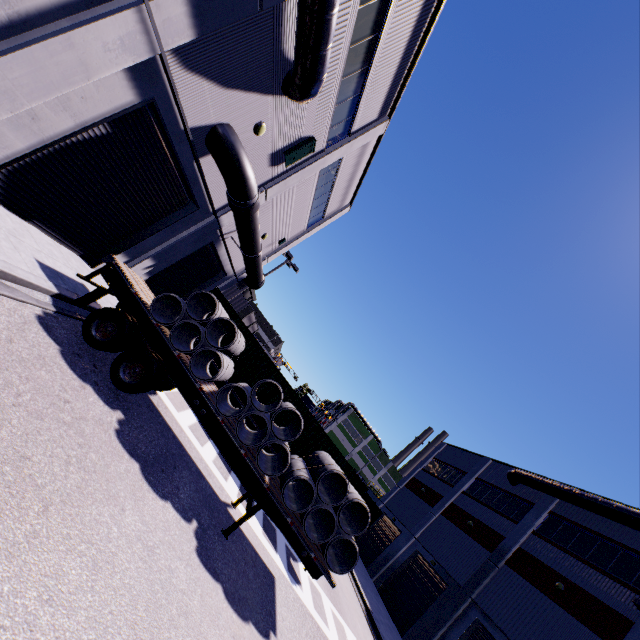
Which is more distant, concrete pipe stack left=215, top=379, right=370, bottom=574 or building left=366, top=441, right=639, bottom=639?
building left=366, top=441, right=639, bottom=639

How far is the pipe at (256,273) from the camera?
9.79m

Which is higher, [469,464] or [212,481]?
[469,464]

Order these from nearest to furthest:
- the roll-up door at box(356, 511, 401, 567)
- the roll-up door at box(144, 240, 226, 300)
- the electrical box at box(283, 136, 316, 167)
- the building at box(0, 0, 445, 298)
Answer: the building at box(0, 0, 445, 298)
the electrical box at box(283, 136, 316, 167)
the roll-up door at box(144, 240, 226, 300)
the roll-up door at box(356, 511, 401, 567)

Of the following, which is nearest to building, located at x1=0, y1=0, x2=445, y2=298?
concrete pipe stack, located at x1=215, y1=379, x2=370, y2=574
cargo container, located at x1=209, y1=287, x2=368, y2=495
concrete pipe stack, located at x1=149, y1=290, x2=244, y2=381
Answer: cargo container, located at x1=209, y1=287, x2=368, y2=495

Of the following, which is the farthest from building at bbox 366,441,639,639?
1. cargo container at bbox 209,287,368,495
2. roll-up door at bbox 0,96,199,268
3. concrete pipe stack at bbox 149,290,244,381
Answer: concrete pipe stack at bbox 149,290,244,381

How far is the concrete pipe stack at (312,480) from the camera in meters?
7.9

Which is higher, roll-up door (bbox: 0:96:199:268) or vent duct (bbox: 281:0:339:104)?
vent duct (bbox: 281:0:339:104)
